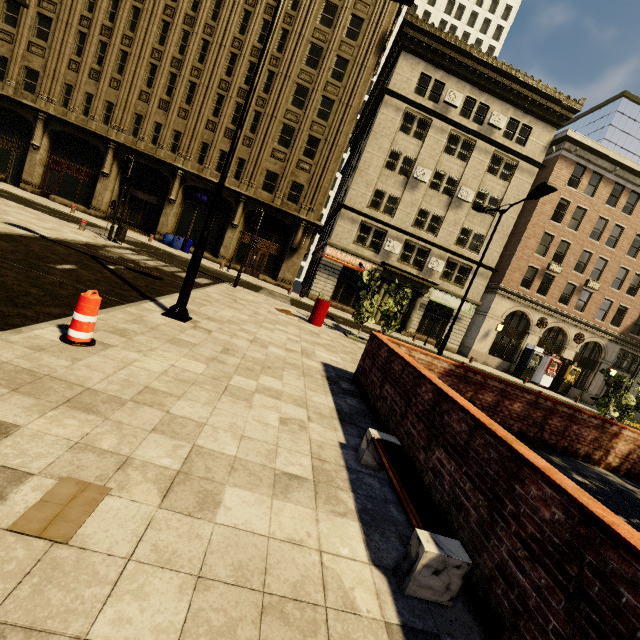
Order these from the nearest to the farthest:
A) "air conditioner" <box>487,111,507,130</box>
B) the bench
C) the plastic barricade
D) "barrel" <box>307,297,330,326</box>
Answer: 1. the bench
2. the plastic barricade
3. "barrel" <box>307,297,330,326</box>
4. "air conditioner" <box>487,111,507,130</box>

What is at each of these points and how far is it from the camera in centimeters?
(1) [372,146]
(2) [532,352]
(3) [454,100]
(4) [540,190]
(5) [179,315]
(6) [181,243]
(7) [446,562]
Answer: (1) building, 2500cm
(2) atm, 2775cm
(3) air conditioner, 2461cm
(4) street light, 1167cm
(5) street light, 698cm
(6) barrel, 2420cm
(7) bench, 235cm

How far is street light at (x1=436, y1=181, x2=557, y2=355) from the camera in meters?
11.5

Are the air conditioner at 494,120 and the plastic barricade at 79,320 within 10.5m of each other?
no

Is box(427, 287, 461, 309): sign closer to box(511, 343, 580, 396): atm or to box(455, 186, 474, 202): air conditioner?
box(455, 186, 474, 202): air conditioner

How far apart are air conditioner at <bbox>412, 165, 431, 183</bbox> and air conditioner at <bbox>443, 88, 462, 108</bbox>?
5.1 meters

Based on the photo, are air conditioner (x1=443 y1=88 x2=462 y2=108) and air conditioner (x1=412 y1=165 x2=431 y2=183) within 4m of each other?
no

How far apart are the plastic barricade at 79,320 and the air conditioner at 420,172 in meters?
25.8
